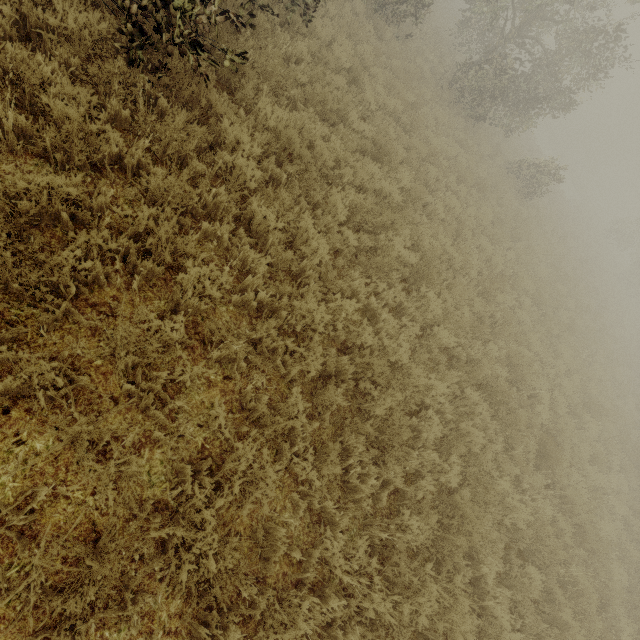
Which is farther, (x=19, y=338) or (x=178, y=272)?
(x=178, y=272)
